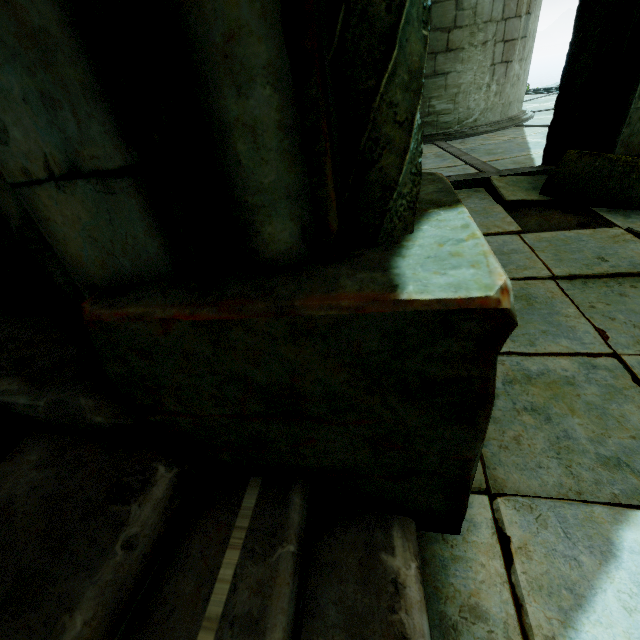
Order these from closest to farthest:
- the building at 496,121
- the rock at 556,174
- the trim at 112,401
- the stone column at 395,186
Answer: the stone column at 395,186
the trim at 112,401
the rock at 556,174
the building at 496,121

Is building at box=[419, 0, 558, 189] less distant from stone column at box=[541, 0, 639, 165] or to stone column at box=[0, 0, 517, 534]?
stone column at box=[541, 0, 639, 165]

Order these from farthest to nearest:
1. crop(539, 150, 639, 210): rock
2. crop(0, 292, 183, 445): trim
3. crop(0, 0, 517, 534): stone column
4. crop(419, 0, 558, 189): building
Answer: crop(419, 0, 558, 189): building → crop(539, 150, 639, 210): rock → crop(0, 292, 183, 445): trim → crop(0, 0, 517, 534): stone column

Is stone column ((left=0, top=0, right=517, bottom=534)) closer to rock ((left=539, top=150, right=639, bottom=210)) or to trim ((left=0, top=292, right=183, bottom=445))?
trim ((left=0, top=292, right=183, bottom=445))

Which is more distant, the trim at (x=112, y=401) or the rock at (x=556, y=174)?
the rock at (x=556, y=174)

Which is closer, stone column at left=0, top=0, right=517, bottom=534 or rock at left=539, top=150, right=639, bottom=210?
stone column at left=0, top=0, right=517, bottom=534

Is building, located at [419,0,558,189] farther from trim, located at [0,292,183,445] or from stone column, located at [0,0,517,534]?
trim, located at [0,292,183,445]

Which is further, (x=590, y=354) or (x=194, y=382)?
(x=590, y=354)
